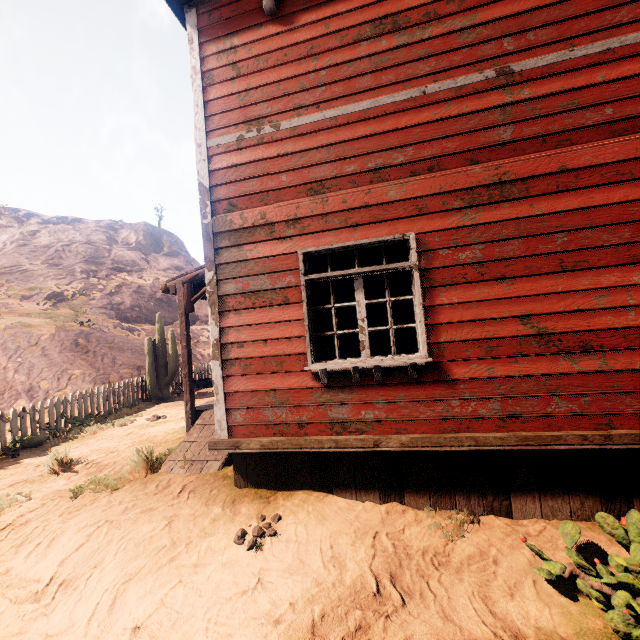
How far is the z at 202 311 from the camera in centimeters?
2109cm

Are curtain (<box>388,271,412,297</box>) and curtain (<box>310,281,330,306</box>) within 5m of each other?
yes

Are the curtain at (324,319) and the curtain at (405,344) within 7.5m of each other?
yes

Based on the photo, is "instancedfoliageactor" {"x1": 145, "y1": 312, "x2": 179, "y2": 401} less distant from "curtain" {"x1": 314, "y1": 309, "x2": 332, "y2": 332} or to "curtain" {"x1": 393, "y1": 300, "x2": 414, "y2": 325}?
"curtain" {"x1": 314, "y1": 309, "x2": 332, "y2": 332}

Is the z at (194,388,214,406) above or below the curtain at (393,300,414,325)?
below

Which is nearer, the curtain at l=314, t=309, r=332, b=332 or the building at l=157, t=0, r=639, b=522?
the building at l=157, t=0, r=639, b=522

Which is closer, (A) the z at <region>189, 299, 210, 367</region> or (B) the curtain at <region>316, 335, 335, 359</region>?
(B) the curtain at <region>316, 335, 335, 359</region>

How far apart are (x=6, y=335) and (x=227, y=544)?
16.7 meters
